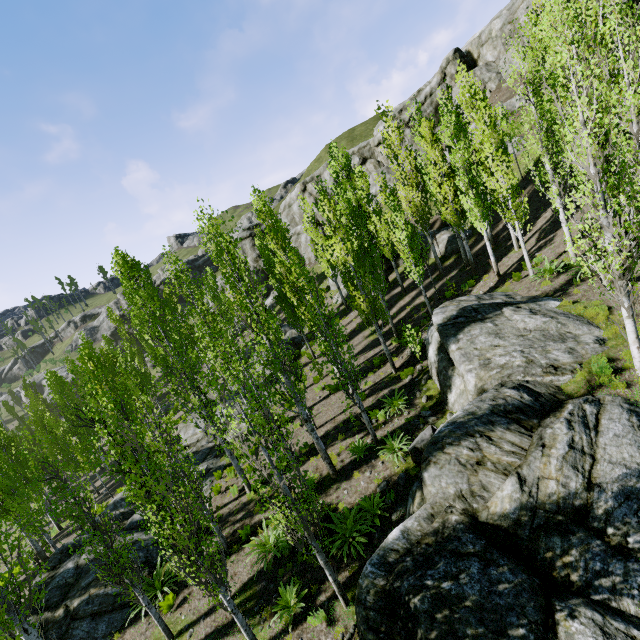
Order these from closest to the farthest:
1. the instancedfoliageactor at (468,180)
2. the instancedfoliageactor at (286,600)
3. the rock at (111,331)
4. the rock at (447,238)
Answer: the instancedfoliageactor at (468,180) → the instancedfoliageactor at (286,600) → the rock at (447,238) → the rock at (111,331)

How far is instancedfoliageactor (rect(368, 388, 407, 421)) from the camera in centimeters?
1366cm

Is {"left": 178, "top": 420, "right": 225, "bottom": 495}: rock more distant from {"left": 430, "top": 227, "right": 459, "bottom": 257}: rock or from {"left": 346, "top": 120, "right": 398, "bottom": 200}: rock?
{"left": 346, "top": 120, "right": 398, "bottom": 200}: rock

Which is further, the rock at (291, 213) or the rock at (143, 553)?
the rock at (291, 213)

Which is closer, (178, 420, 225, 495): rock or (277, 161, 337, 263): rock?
(178, 420, 225, 495): rock

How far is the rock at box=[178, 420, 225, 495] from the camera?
17.4 meters

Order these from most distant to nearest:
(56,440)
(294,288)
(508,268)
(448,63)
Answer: (448,63)
(294,288)
(56,440)
(508,268)
